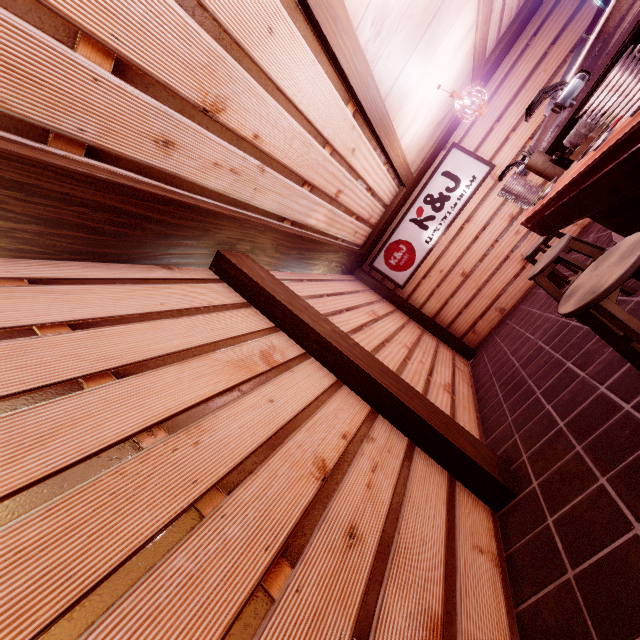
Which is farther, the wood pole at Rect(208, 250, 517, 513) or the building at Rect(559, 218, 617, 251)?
the building at Rect(559, 218, 617, 251)

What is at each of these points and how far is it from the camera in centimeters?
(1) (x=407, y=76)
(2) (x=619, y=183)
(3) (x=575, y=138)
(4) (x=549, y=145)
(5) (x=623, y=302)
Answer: (1) wood panel, 641cm
(2) table, 293cm
(3) tableware, 420cm
(4) table, 526cm
(5) building, 476cm

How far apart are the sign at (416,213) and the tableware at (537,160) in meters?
5.5 m

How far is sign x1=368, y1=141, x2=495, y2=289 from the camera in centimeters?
1088cm

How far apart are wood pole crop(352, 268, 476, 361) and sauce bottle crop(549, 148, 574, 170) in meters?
6.7 m

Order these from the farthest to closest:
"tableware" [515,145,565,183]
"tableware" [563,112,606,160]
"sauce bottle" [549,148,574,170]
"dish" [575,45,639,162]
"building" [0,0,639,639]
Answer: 1. "tableware" [515,145,565,183]
2. "sauce bottle" [549,148,574,170]
3. "tableware" [563,112,606,160]
4. "dish" [575,45,639,162]
5. "building" [0,0,639,639]

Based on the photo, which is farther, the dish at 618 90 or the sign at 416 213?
the sign at 416 213

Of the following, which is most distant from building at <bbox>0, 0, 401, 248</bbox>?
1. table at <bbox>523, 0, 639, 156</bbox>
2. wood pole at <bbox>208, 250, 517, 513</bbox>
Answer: table at <bbox>523, 0, 639, 156</bbox>
